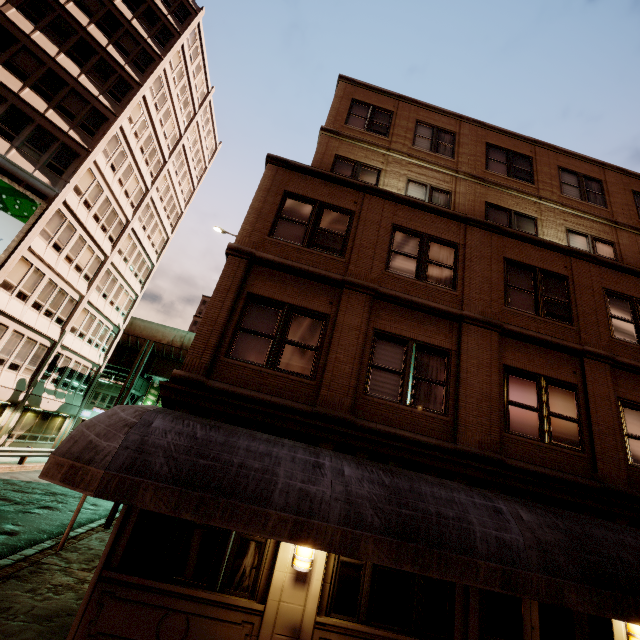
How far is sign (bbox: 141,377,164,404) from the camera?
38.72m

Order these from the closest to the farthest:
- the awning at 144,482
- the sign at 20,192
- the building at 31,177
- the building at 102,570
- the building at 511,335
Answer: the awning at 144,482 < the building at 102,570 < the building at 511,335 < the sign at 20,192 < the building at 31,177

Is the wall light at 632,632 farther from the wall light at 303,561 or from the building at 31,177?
the building at 31,177

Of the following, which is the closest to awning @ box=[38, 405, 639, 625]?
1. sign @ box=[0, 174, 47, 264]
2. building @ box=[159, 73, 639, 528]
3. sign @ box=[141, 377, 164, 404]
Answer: building @ box=[159, 73, 639, 528]

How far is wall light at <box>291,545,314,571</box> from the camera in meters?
5.9 m

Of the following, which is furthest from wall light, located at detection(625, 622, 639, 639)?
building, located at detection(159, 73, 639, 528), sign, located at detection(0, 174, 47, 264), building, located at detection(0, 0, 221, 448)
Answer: sign, located at detection(0, 174, 47, 264)

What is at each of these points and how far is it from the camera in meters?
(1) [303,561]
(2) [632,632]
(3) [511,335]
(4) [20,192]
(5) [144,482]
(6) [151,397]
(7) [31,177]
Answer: (1) wall light, 6.0 m
(2) wall light, 6.5 m
(3) building, 8.8 m
(4) sign, 18.0 m
(5) awning, 4.9 m
(6) sign, 40.3 m
(7) building, 18.8 m

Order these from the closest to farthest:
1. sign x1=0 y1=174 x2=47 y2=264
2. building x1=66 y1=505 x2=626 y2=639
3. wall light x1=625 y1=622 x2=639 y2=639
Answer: building x1=66 y1=505 x2=626 y2=639, wall light x1=625 y1=622 x2=639 y2=639, sign x1=0 y1=174 x2=47 y2=264
